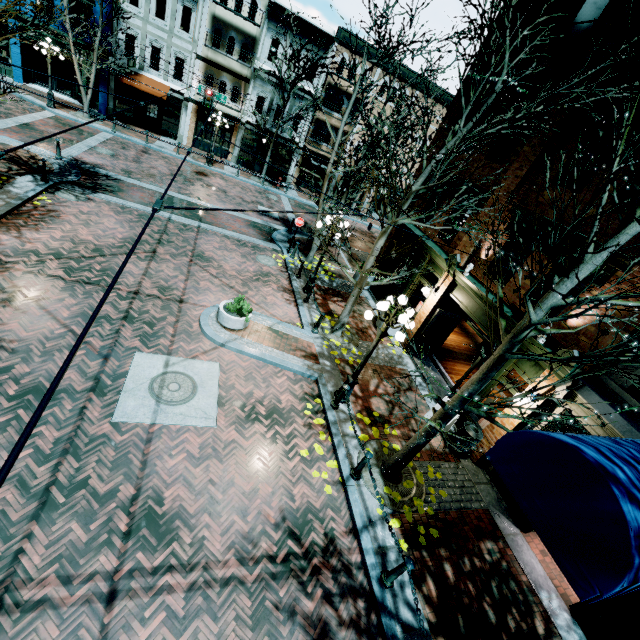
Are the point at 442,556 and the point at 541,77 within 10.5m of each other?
no

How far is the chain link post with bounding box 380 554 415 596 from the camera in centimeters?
550cm

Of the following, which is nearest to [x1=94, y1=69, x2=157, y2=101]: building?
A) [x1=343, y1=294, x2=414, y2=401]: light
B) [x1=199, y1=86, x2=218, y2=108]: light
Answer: [x1=199, y1=86, x2=218, y2=108]: light

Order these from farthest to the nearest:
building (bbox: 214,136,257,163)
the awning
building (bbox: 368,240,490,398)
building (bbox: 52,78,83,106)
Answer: building (bbox: 214,136,257,163)
building (bbox: 52,78,83,106)
building (bbox: 368,240,490,398)
the awning

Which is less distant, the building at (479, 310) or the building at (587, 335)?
the building at (587, 335)

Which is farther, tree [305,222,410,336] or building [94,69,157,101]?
building [94,69,157,101]

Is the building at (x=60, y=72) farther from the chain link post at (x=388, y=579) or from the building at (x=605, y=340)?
the chain link post at (x=388, y=579)

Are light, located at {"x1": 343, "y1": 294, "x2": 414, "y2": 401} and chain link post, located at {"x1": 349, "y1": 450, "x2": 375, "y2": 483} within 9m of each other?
yes
